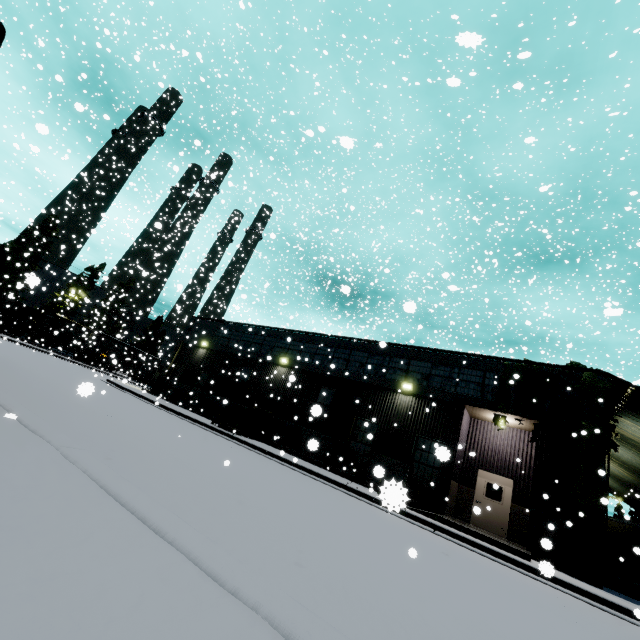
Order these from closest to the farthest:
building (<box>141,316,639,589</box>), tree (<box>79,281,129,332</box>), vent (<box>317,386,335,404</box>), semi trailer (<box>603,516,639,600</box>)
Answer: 1. building (<box>141,316,639,589</box>)
2. semi trailer (<box>603,516,639,600</box>)
3. vent (<box>317,386,335,404</box>)
4. tree (<box>79,281,129,332</box>)

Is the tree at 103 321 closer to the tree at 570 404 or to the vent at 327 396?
the vent at 327 396

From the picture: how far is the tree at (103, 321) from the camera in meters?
31.4

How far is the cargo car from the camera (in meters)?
45.88

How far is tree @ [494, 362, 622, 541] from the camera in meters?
11.8 m

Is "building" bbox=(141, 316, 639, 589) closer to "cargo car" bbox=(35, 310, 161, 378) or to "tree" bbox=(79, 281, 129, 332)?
"cargo car" bbox=(35, 310, 161, 378)

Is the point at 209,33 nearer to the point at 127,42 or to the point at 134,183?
the point at 134,183

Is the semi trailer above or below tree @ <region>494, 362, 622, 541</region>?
below
